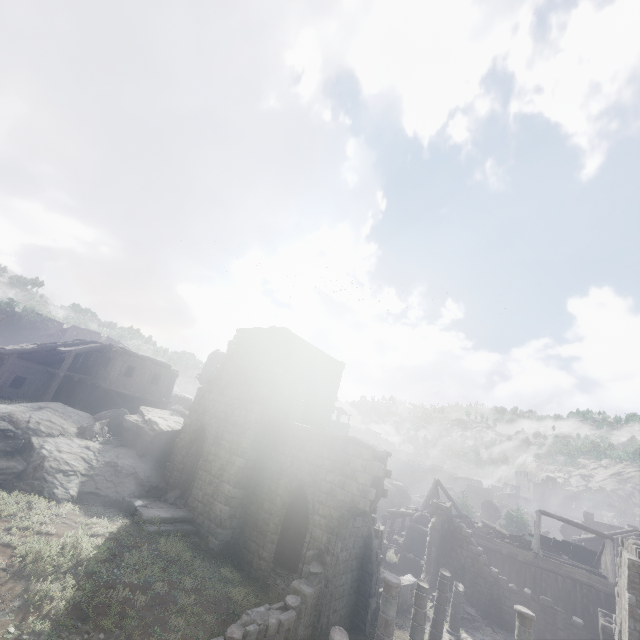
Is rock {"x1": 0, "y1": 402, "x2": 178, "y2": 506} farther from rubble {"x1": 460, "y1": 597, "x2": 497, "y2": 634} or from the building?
rubble {"x1": 460, "y1": 597, "x2": 497, "y2": 634}

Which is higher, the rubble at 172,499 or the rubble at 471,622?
the rubble at 172,499

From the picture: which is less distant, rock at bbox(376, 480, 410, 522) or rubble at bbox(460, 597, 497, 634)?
rubble at bbox(460, 597, 497, 634)

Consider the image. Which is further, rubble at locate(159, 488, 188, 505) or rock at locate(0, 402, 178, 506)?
rubble at locate(159, 488, 188, 505)

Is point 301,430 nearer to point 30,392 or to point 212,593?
point 212,593

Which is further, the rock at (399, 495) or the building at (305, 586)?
the rock at (399, 495)

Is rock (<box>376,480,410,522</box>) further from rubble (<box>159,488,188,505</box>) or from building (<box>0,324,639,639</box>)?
rubble (<box>159,488,188,505</box>)

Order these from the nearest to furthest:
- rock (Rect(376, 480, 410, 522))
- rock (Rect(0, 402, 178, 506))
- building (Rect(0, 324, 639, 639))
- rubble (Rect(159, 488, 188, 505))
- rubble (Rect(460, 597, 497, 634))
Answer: building (Rect(0, 324, 639, 639))
rock (Rect(0, 402, 178, 506))
rubble (Rect(159, 488, 188, 505))
rubble (Rect(460, 597, 497, 634))
rock (Rect(376, 480, 410, 522))
